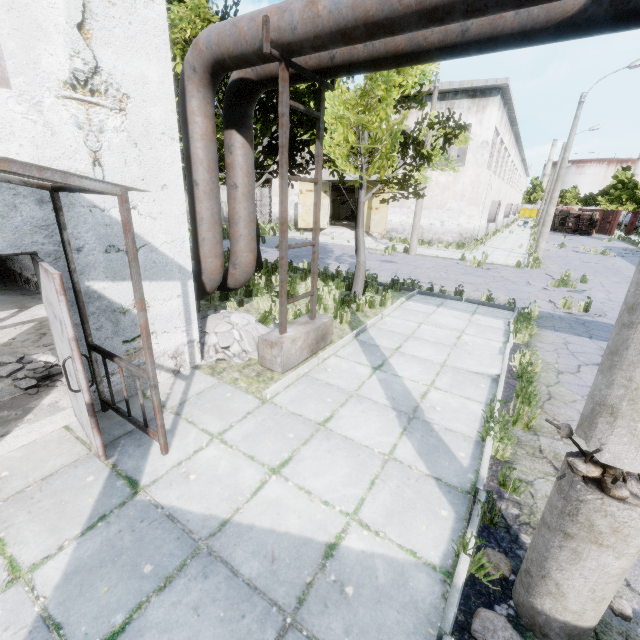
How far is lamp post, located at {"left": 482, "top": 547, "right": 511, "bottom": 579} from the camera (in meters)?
2.77

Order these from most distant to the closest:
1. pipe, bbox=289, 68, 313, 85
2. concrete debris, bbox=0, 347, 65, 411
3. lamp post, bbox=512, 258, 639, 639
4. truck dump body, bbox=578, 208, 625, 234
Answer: truck dump body, bbox=578, 208, 625, 234, pipe, bbox=289, 68, 313, 85, concrete debris, bbox=0, 347, 65, 411, lamp post, bbox=512, 258, 639, 639

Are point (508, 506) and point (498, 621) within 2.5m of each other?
yes

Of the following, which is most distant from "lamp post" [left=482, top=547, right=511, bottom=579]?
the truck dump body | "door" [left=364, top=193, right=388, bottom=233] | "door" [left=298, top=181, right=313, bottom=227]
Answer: the truck dump body

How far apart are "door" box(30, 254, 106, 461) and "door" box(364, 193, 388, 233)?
24.9m

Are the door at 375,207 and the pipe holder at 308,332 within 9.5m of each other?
no

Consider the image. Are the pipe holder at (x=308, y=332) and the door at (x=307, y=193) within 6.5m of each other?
no

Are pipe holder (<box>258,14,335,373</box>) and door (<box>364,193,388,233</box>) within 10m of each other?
no
